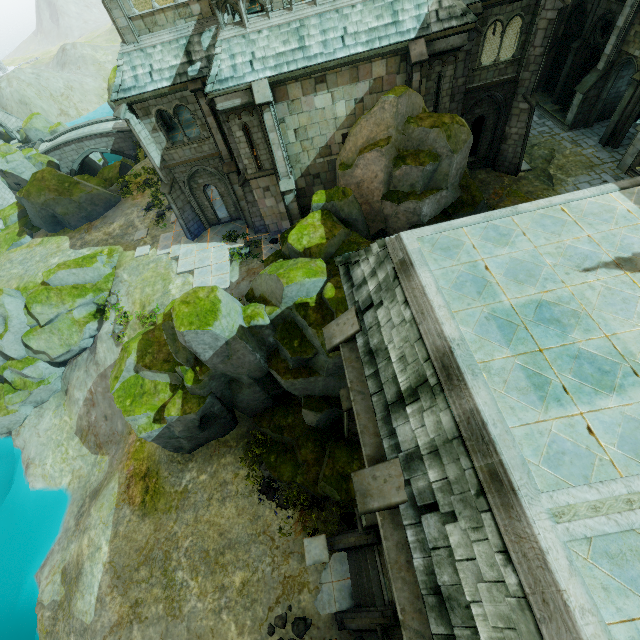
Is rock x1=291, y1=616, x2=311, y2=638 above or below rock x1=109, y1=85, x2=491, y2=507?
below

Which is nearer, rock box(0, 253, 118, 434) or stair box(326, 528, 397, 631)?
stair box(326, 528, 397, 631)

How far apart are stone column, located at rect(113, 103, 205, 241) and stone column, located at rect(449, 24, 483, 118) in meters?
15.6 m

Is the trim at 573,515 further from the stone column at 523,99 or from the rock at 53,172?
the rock at 53,172

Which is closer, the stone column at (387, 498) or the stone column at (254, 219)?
the stone column at (387, 498)

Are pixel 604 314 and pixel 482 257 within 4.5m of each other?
yes

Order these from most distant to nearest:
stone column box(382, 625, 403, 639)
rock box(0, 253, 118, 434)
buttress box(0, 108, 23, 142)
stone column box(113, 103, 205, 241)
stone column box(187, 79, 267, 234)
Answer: buttress box(0, 108, 23, 142) → rock box(0, 253, 118, 434) → stone column box(113, 103, 205, 241) → stone column box(187, 79, 267, 234) → stone column box(382, 625, 403, 639)

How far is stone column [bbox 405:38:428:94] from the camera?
13.58m
